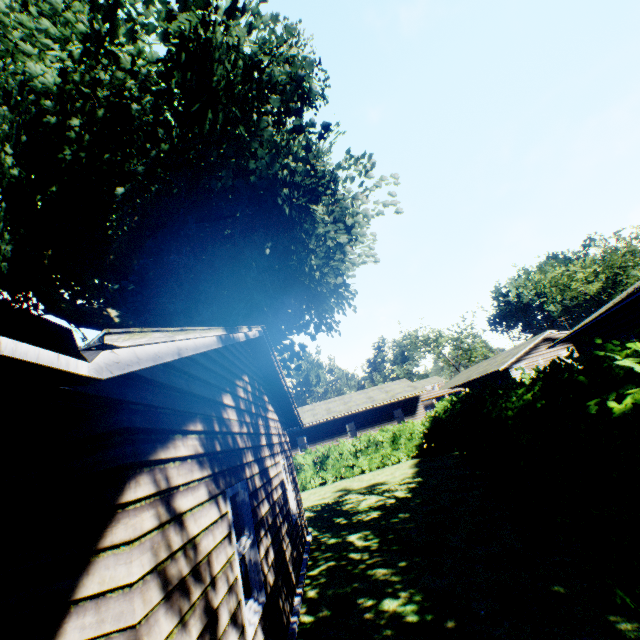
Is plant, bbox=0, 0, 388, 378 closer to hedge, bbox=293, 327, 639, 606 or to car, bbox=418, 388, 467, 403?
hedge, bbox=293, 327, 639, 606

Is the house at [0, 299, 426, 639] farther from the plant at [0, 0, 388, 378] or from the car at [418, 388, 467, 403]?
the car at [418, 388, 467, 403]

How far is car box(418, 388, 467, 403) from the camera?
32.84m

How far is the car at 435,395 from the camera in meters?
32.8

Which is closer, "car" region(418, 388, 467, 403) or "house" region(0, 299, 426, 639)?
"house" region(0, 299, 426, 639)

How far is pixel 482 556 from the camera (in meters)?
6.34

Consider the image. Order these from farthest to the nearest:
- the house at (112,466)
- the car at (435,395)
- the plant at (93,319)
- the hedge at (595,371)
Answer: the car at (435,395)
the plant at (93,319)
the hedge at (595,371)
the house at (112,466)

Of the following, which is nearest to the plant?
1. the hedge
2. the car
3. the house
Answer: the house
